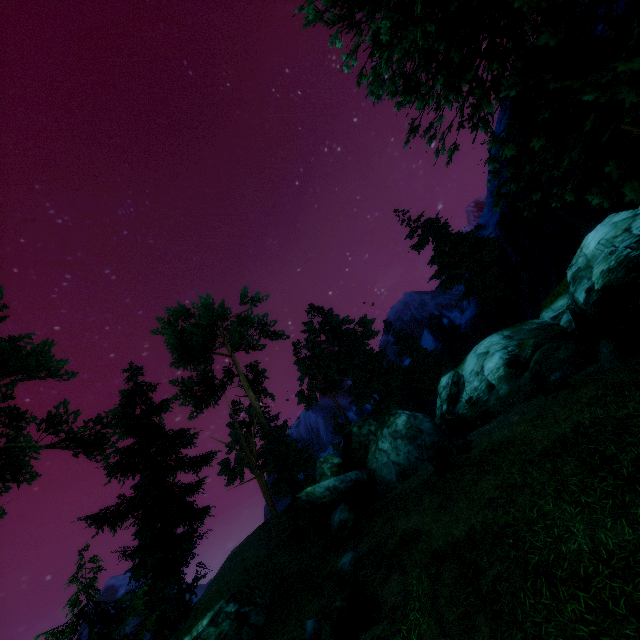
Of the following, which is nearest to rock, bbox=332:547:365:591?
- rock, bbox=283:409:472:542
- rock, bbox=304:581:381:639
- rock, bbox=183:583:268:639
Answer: rock, bbox=304:581:381:639

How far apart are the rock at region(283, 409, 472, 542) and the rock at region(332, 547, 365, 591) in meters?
5.7

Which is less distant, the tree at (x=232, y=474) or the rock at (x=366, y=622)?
the rock at (x=366, y=622)

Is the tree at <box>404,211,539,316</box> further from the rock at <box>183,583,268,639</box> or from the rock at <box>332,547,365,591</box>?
the rock at <box>332,547,365,591</box>

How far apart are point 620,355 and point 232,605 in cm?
1668

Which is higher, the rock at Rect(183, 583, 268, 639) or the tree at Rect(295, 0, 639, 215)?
the tree at Rect(295, 0, 639, 215)

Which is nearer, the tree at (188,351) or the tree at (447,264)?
the tree at (188,351)

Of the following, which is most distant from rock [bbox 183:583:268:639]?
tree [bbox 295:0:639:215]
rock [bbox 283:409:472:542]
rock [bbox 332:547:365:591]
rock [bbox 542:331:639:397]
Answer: rock [bbox 542:331:639:397]
